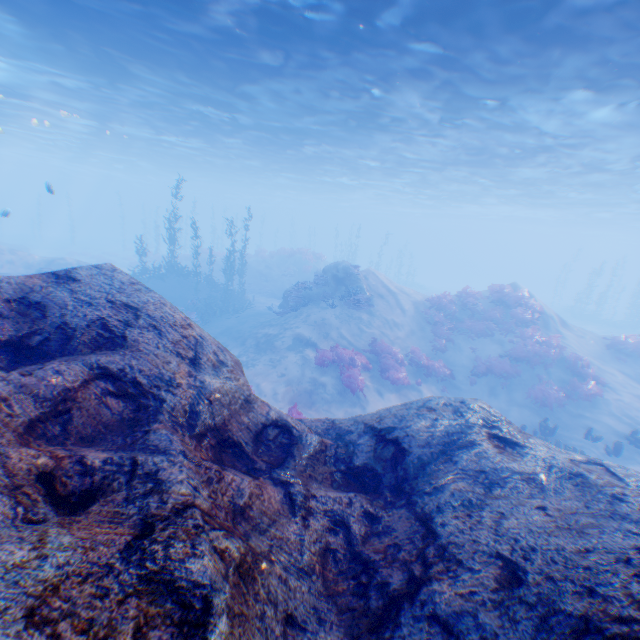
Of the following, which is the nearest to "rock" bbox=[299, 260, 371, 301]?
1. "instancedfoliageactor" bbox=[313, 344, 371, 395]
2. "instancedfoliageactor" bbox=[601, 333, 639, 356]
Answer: "instancedfoliageactor" bbox=[313, 344, 371, 395]

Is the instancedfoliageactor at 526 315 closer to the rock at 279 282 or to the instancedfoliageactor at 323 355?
the instancedfoliageactor at 323 355

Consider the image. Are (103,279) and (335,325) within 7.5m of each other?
no

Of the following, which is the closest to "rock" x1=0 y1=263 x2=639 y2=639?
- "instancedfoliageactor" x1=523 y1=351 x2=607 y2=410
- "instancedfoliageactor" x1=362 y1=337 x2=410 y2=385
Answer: "instancedfoliageactor" x1=362 y1=337 x2=410 y2=385

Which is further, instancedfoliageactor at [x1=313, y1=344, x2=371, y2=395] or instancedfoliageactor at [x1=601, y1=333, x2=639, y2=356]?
instancedfoliageactor at [x1=601, y1=333, x2=639, y2=356]

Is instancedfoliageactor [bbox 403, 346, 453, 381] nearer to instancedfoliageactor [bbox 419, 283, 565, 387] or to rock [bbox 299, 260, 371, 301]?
instancedfoliageactor [bbox 419, 283, 565, 387]

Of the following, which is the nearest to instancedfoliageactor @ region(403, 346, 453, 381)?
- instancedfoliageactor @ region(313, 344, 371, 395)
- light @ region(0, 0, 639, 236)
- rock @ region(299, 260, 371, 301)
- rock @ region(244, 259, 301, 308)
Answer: instancedfoliageactor @ region(313, 344, 371, 395)

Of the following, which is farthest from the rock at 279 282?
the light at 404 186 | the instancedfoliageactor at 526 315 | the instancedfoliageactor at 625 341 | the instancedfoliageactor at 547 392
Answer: the instancedfoliageactor at 625 341
